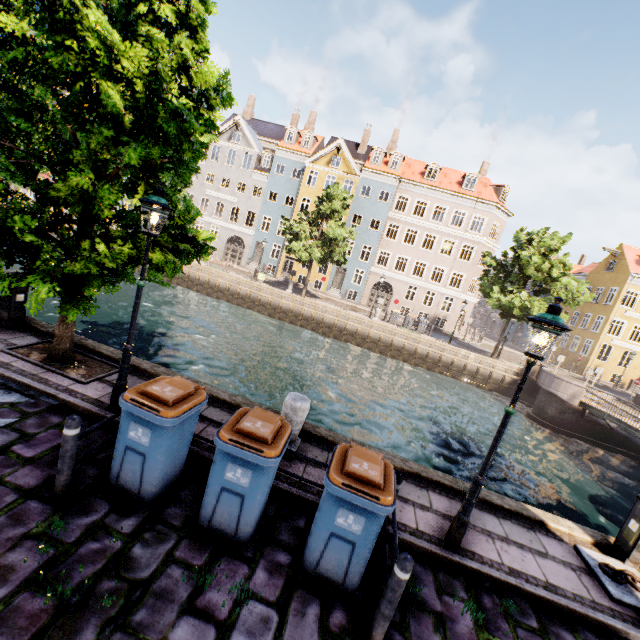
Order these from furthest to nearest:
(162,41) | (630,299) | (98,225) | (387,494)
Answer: (630,299), (98,225), (162,41), (387,494)

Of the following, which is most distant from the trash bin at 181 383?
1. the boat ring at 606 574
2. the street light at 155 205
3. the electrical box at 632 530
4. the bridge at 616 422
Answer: the bridge at 616 422

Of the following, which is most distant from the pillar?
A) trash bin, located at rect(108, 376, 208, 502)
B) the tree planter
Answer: the tree planter

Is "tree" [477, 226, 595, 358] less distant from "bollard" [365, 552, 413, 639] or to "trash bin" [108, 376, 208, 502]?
"trash bin" [108, 376, 208, 502]

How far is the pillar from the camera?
5.6 meters

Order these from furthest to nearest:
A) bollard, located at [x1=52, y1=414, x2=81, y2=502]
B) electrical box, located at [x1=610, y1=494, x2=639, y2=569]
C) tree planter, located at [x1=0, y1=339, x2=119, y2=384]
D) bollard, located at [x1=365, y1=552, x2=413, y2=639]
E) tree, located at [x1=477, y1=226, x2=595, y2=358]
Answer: tree, located at [x1=477, y1=226, x2=595, y2=358]
tree planter, located at [x1=0, y1=339, x2=119, y2=384]
electrical box, located at [x1=610, y1=494, x2=639, y2=569]
bollard, located at [x1=52, y1=414, x2=81, y2=502]
bollard, located at [x1=365, y1=552, x2=413, y2=639]

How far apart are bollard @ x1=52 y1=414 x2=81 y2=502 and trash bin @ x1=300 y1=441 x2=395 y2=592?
2.9 meters

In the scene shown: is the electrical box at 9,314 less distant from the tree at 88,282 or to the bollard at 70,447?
the tree at 88,282
